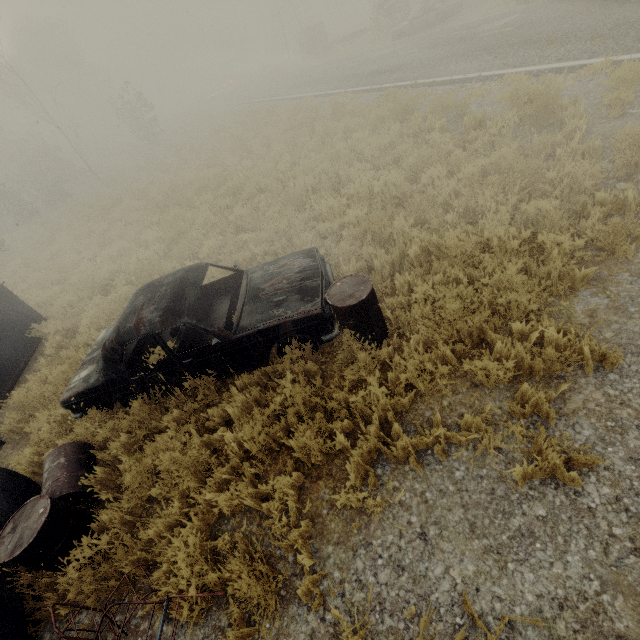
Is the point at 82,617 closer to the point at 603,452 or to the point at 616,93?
the point at 603,452

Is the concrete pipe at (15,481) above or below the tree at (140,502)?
above

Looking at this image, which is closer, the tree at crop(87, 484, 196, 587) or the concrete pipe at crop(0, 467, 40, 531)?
the tree at crop(87, 484, 196, 587)

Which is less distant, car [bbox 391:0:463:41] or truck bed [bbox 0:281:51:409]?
truck bed [bbox 0:281:51:409]

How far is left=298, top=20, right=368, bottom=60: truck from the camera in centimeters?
2858cm

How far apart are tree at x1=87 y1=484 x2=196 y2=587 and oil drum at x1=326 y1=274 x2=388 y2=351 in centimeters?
272cm

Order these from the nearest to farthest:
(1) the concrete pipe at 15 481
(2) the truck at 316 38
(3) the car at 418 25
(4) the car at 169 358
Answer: (1) the concrete pipe at 15 481, (4) the car at 169 358, (3) the car at 418 25, (2) the truck at 316 38

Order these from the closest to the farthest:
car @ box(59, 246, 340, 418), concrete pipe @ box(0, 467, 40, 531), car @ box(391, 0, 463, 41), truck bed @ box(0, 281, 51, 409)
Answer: concrete pipe @ box(0, 467, 40, 531)
car @ box(59, 246, 340, 418)
truck bed @ box(0, 281, 51, 409)
car @ box(391, 0, 463, 41)
